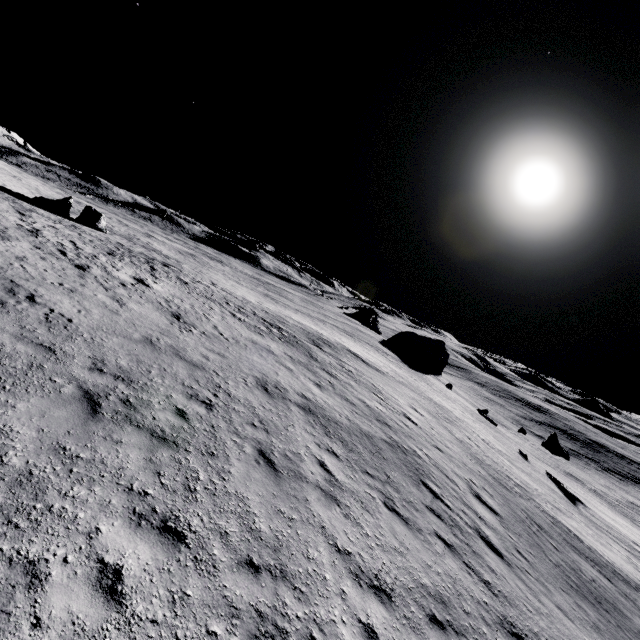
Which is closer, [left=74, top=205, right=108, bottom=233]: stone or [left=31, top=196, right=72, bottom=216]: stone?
[left=31, top=196, right=72, bottom=216]: stone

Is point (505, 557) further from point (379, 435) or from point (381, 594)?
point (381, 594)

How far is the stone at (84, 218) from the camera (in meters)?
33.44

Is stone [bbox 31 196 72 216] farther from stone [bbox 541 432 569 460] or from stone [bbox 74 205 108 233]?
stone [bbox 541 432 569 460]

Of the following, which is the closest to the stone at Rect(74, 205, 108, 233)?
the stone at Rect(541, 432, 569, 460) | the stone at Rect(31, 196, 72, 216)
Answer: the stone at Rect(31, 196, 72, 216)

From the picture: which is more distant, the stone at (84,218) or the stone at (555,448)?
the stone at (555,448)
